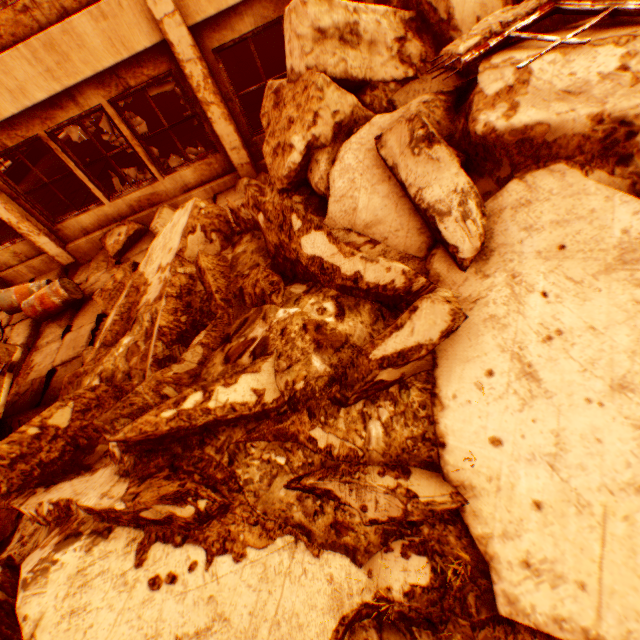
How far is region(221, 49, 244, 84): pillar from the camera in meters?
11.1 m

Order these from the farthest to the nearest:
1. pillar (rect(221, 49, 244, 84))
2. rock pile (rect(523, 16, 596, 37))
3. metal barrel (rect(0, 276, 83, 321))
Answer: pillar (rect(221, 49, 244, 84))
metal barrel (rect(0, 276, 83, 321))
rock pile (rect(523, 16, 596, 37))

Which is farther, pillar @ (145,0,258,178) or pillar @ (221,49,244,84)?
pillar @ (221,49,244,84)

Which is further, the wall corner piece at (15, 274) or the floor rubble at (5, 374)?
the wall corner piece at (15, 274)

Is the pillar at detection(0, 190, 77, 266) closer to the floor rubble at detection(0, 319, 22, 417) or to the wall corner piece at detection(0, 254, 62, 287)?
the wall corner piece at detection(0, 254, 62, 287)

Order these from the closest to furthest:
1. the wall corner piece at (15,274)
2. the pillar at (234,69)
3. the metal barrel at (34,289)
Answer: the metal barrel at (34,289) < the wall corner piece at (15,274) < the pillar at (234,69)

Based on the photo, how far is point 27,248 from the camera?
7.6m

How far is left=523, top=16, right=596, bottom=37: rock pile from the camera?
3.70m
